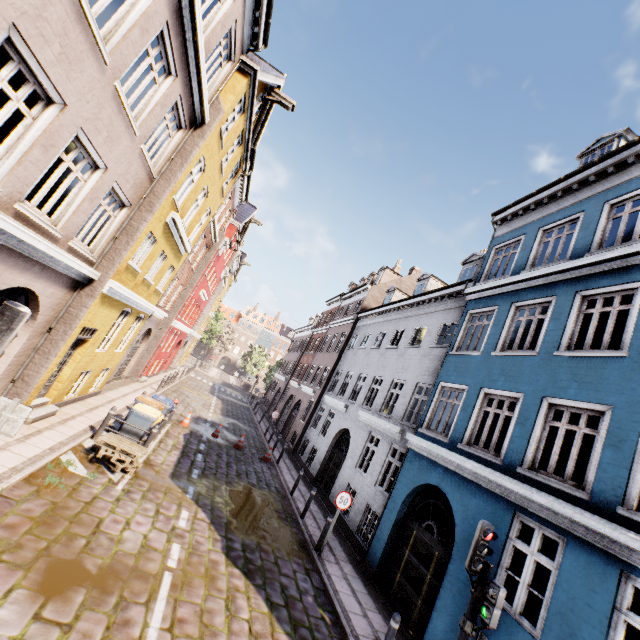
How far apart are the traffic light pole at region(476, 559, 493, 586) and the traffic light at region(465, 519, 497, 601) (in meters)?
0.02

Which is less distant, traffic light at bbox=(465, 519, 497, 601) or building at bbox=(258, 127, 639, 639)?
traffic light at bbox=(465, 519, 497, 601)

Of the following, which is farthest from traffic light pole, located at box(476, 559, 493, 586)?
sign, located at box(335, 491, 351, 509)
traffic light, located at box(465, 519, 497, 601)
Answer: sign, located at box(335, 491, 351, 509)

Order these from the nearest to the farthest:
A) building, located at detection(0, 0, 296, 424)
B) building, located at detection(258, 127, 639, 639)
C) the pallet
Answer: building, located at detection(0, 0, 296, 424) → building, located at detection(258, 127, 639, 639) → the pallet

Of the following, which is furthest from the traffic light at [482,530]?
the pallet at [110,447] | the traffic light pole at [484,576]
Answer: the pallet at [110,447]

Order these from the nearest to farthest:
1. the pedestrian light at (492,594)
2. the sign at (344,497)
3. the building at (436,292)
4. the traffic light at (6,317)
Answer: the traffic light at (6,317) → the pedestrian light at (492,594) → the building at (436,292) → the sign at (344,497)

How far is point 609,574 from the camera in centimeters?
525cm

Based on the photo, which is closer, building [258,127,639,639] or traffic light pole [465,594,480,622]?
traffic light pole [465,594,480,622]
